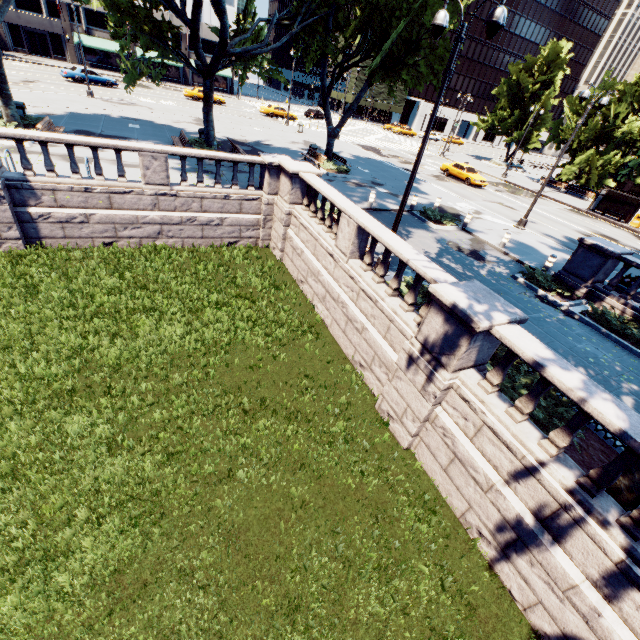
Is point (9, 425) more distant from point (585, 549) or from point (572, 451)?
point (572, 451)

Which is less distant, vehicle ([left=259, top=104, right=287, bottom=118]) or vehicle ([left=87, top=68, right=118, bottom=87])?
vehicle ([left=87, top=68, right=118, bottom=87])

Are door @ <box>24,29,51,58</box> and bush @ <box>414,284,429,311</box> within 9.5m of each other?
no

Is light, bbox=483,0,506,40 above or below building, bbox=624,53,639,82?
below

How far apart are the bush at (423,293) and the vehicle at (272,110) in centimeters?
4259cm

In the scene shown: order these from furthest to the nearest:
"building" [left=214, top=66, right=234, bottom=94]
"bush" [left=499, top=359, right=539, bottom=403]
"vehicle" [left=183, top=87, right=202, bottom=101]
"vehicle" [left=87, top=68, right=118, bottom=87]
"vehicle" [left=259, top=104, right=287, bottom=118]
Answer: "building" [left=214, top=66, right=234, bottom=94] → "vehicle" [left=259, top=104, right=287, bottom=118] → "vehicle" [left=183, top=87, right=202, bottom=101] → "vehicle" [left=87, top=68, right=118, bottom=87] → "bush" [left=499, top=359, right=539, bottom=403]

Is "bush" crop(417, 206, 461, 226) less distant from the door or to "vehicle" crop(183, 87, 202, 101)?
"vehicle" crop(183, 87, 202, 101)

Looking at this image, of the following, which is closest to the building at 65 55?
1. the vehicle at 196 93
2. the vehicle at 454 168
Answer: the vehicle at 196 93
